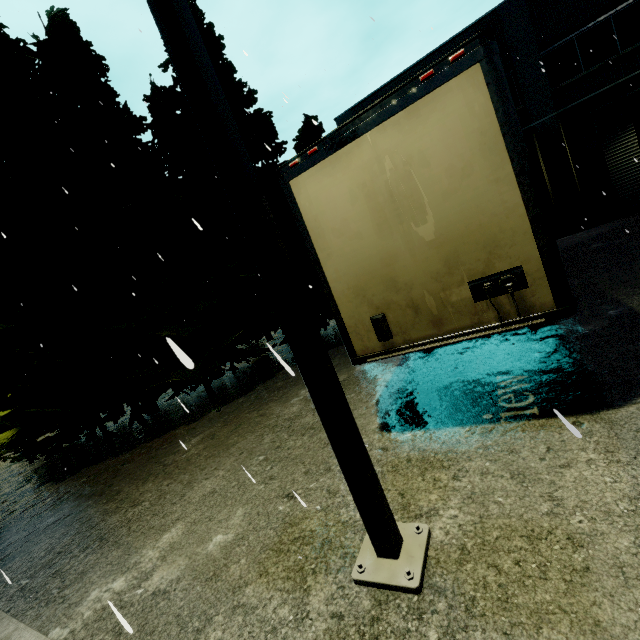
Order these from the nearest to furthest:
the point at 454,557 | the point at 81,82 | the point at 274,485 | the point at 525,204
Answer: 1. the point at 454,557
2. the point at 525,204
3. the point at 274,485
4. the point at 81,82

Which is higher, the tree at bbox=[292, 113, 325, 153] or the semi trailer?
the tree at bbox=[292, 113, 325, 153]

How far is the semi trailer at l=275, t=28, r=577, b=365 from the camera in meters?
2.8 m

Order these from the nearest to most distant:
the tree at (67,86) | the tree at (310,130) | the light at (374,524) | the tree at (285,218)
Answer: the light at (374,524) < the tree at (67,86) < the tree at (285,218) < the tree at (310,130)

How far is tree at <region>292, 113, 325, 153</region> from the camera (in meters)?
20.06

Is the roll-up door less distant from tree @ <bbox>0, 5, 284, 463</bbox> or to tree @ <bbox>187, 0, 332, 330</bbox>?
tree @ <bbox>187, 0, 332, 330</bbox>

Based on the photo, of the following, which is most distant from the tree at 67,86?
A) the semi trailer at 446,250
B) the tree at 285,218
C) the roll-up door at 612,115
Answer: the roll-up door at 612,115
